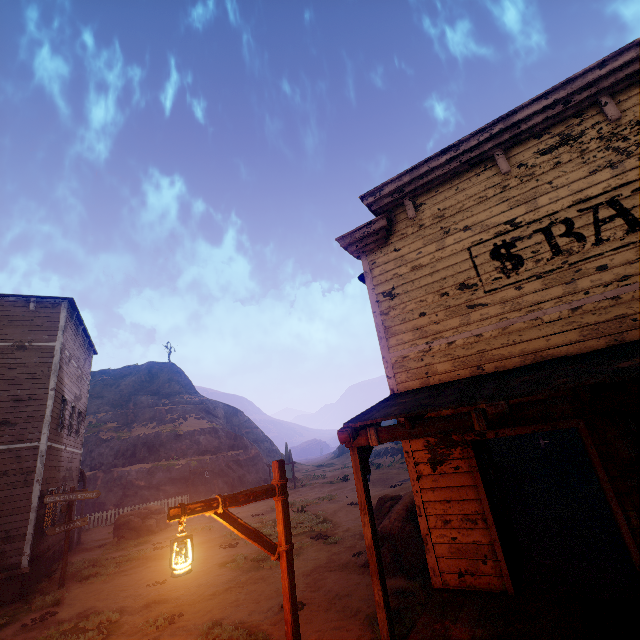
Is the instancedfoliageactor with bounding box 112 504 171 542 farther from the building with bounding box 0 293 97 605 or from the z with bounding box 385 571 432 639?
the building with bounding box 0 293 97 605

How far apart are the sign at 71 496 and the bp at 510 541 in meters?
13.9

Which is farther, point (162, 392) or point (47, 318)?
point (162, 392)

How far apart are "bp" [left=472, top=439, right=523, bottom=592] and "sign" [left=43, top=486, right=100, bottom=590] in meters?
13.9

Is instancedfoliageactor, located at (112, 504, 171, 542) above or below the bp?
below

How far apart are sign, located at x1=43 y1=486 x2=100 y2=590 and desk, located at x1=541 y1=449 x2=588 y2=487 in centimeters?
1649cm

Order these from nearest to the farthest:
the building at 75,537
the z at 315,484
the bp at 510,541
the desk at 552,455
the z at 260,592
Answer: the bp at 510,541
the z at 315,484
the z at 260,592
the desk at 552,455
the building at 75,537

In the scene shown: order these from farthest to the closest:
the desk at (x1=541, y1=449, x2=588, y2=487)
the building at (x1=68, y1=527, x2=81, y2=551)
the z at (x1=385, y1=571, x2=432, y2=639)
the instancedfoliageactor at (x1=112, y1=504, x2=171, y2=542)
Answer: the instancedfoliageactor at (x1=112, y1=504, x2=171, y2=542), the building at (x1=68, y1=527, x2=81, y2=551), the desk at (x1=541, y1=449, x2=588, y2=487), the z at (x1=385, y1=571, x2=432, y2=639)
